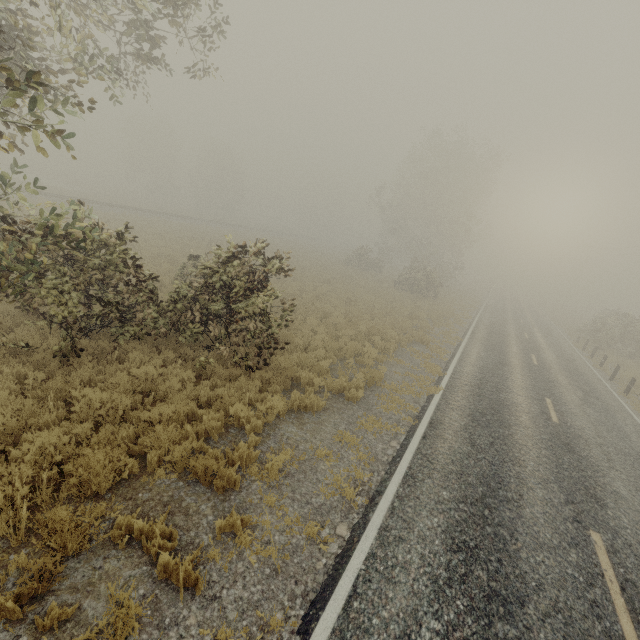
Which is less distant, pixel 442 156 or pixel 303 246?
pixel 442 156

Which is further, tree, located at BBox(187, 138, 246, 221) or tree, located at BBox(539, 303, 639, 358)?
tree, located at BBox(187, 138, 246, 221)

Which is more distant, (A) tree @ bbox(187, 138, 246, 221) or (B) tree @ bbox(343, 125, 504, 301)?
(A) tree @ bbox(187, 138, 246, 221)

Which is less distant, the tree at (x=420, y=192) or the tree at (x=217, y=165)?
the tree at (x=420, y=192)

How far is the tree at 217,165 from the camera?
54.47m

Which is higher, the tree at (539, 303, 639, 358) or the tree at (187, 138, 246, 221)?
the tree at (187, 138, 246, 221)

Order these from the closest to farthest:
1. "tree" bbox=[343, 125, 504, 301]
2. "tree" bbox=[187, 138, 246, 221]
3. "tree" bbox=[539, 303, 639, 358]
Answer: "tree" bbox=[539, 303, 639, 358] < "tree" bbox=[343, 125, 504, 301] < "tree" bbox=[187, 138, 246, 221]
